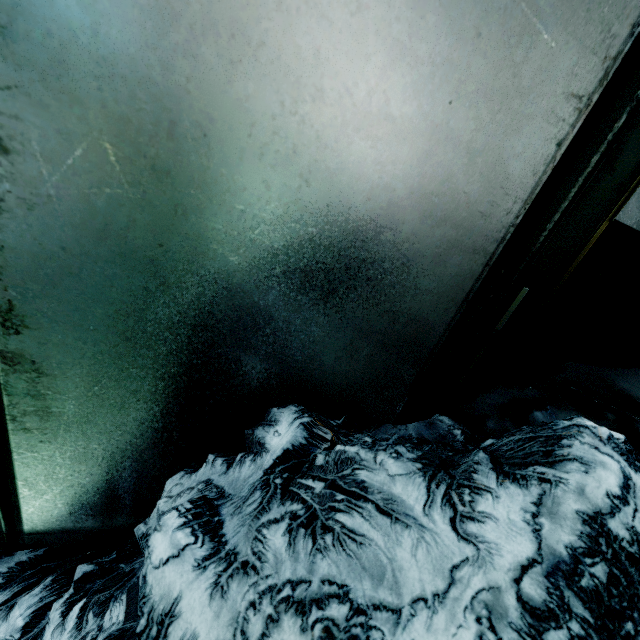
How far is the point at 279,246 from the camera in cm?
101
